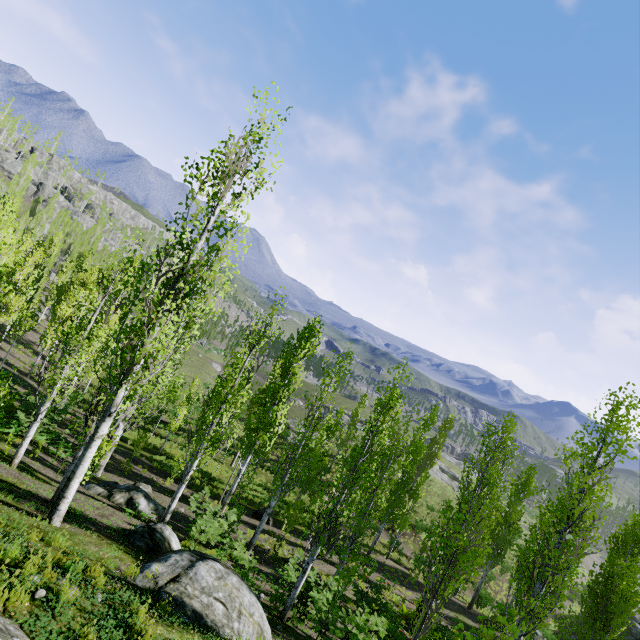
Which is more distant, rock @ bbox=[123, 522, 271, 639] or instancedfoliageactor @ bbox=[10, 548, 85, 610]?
rock @ bbox=[123, 522, 271, 639]

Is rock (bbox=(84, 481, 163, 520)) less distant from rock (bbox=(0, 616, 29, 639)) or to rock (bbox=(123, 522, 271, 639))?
rock (bbox=(123, 522, 271, 639))

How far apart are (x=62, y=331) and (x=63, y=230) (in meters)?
53.42

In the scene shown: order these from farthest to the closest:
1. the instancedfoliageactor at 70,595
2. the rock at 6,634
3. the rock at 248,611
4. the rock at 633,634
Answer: the rock at 633,634 < the rock at 248,611 < the instancedfoliageactor at 70,595 < the rock at 6,634

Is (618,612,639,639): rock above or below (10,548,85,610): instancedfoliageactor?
below

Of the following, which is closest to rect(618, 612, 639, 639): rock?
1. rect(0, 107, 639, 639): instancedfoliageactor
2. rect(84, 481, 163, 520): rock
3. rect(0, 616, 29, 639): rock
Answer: rect(0, 107, 639, 639): instancedfoliageactor

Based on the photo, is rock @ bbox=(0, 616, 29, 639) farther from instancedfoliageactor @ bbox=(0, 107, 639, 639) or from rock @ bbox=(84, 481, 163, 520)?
rock @ bbox=(84, 481, 163, 520)

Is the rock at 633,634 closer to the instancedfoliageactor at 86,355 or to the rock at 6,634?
the instancedfoliageactor at 86,355
